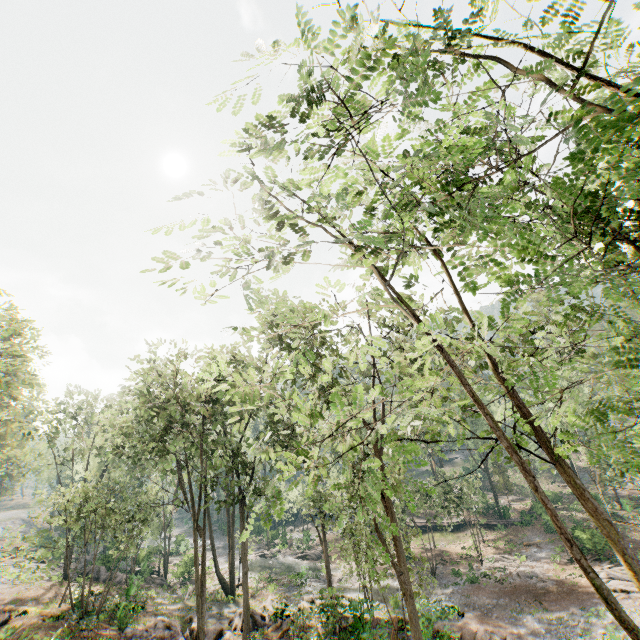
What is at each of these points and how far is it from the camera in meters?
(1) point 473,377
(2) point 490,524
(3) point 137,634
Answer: (1) foliage, 49.2 m
(2) ground embankment, 42.5 m
(3) ground embankment, 18.6 m

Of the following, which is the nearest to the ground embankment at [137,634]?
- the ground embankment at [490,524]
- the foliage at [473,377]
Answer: the foliage at [473,377]

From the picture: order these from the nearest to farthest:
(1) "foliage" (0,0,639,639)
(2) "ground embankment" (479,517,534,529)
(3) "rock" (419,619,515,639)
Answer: (1) "foliage" (0,0,639,639) < (3) "rock" (419,619,515,639) < (2) "ground embankment" (479,517,534,529)

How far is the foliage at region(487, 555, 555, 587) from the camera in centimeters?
2861cm

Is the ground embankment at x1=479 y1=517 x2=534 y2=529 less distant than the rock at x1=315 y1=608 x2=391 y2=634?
No

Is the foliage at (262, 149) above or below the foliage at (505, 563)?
above

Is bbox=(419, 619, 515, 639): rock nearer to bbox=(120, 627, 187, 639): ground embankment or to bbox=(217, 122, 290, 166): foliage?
bbox=(217, 122, 290, 166): foliage
